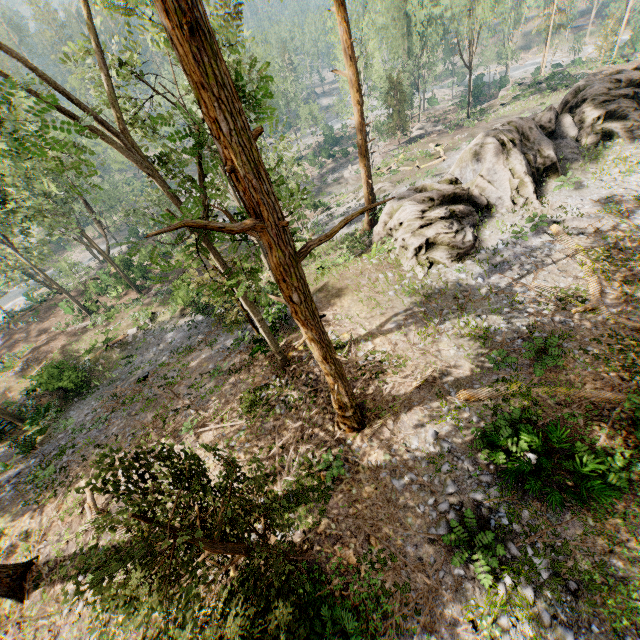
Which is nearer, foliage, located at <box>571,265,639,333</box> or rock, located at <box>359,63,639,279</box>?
foliage, located at <box>571,265,639,333</box>

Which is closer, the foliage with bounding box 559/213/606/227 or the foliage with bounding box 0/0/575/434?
the foliage with bounding box 0/0/575/434

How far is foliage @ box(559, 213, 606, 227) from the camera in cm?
1644

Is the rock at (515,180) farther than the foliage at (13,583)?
Yes

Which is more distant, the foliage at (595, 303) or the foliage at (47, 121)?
the foliage at (595, 303)

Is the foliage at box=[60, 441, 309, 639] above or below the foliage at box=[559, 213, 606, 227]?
above

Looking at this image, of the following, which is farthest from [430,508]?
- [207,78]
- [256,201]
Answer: [207,78]
